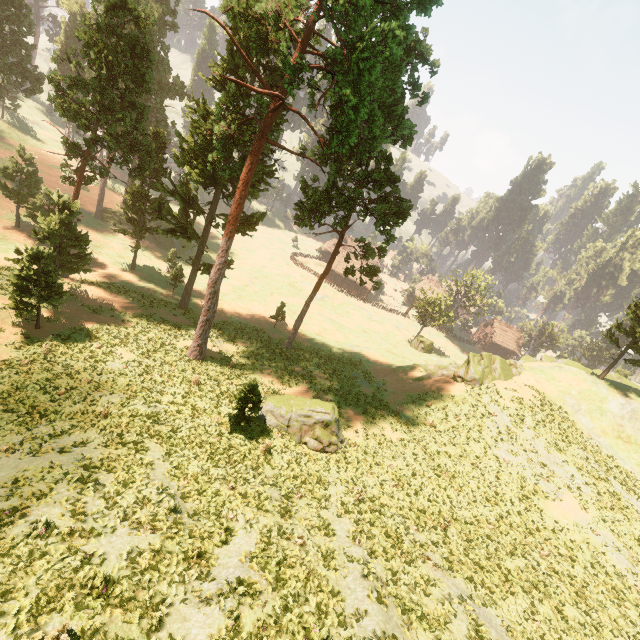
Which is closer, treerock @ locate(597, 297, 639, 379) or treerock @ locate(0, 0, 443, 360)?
treerock @ locate(0, 0, 443, 360)

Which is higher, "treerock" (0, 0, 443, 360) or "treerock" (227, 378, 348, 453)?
"treerock" (0, 0, 443, 360)

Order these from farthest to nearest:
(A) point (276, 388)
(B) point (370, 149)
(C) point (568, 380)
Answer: (C) point (568, 380) → (A) point (276, 388) → (B) point (370, 149)

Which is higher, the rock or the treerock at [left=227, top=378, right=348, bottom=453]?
the rock

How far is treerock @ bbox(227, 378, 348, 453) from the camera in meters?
19.0

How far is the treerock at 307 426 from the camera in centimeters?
1897cm

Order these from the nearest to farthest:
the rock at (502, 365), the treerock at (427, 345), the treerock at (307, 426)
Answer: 1. the treerock at (307, 426)
2. the rock at (502, 365)
3. the treerock at (427, 345)
